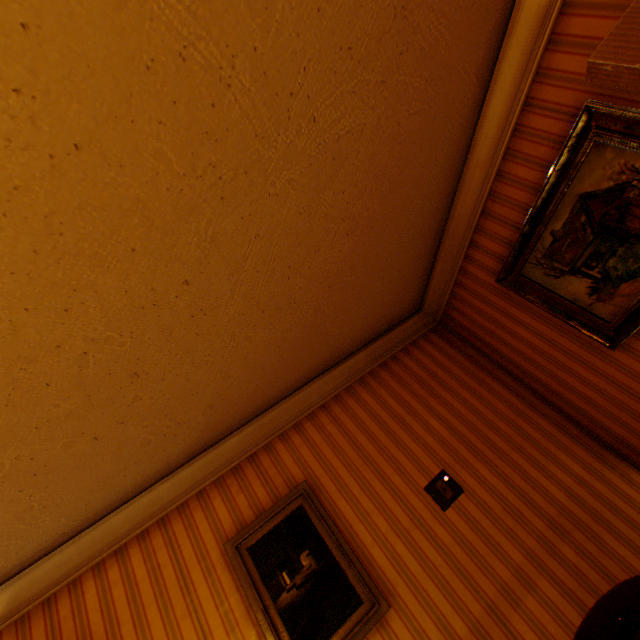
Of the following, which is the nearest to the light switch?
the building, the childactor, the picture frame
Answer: the building

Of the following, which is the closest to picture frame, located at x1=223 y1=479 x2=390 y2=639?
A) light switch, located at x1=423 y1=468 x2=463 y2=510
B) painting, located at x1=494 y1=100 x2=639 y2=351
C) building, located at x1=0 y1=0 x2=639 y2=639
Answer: building, located at x1=0 y1=0 x2=639 y2=639

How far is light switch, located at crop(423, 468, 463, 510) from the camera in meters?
2.6

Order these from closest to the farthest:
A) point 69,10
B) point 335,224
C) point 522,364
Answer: point 69,10 < point 335,224 < point 522,364

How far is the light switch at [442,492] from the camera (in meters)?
2.59

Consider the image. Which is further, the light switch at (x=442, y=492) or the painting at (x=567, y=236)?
the light switch at (x=442, y=492)

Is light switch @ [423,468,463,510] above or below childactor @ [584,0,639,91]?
below

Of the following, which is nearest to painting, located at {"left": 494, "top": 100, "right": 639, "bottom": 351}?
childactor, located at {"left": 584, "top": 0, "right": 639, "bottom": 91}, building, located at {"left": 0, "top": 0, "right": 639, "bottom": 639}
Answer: building, located at {"left": 0, "top": 0, "right": 639, "bottom": 639}
